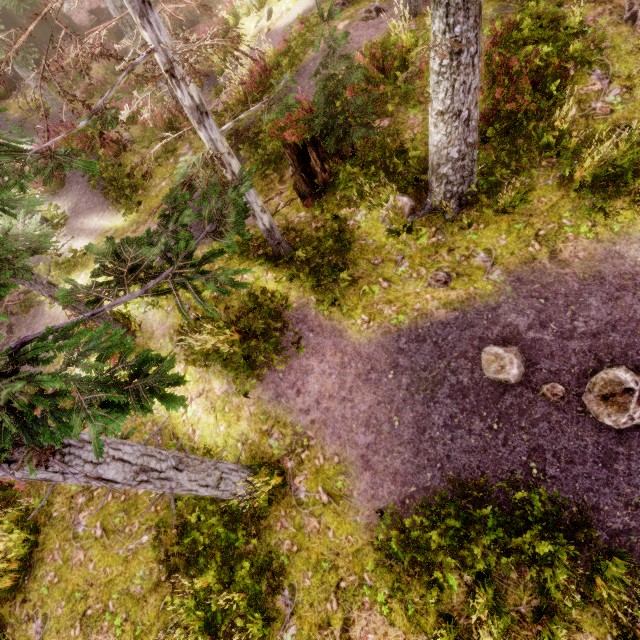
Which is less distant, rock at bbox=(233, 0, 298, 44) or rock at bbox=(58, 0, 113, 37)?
rock at bbox=(233, 0, 298, 44)

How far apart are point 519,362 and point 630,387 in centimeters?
131cm

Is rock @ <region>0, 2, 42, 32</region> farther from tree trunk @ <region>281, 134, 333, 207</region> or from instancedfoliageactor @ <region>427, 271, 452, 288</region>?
tree trunk @ <region>281, 134, 333, 207</region>

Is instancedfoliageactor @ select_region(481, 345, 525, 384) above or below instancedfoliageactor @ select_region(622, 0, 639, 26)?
below

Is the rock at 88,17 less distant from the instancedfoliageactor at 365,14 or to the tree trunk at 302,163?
the instancedfoliageactor at 365,14

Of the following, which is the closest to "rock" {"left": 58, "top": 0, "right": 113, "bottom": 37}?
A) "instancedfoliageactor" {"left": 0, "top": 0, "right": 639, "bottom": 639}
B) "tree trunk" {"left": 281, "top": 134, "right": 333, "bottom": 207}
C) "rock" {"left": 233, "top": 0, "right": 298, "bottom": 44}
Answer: "instancedfoliageactor" {"left": 0, "top": 0, "right": 639, "bottom": 639}

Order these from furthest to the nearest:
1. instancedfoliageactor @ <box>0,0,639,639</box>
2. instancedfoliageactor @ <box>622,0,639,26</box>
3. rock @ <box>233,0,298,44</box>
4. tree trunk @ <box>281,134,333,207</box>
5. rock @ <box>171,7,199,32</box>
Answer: rock @ <box>171,7,199,32</box> → rock @ <box>233,0,298,44</box> → tree trunk @ <box>281,134,333,207</box> → instancedfoliageactor @ <box>622,0,639,26</box> → instancedfoliageactor @ <box>0,0,639,639</box>

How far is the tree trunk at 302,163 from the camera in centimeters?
759cm
